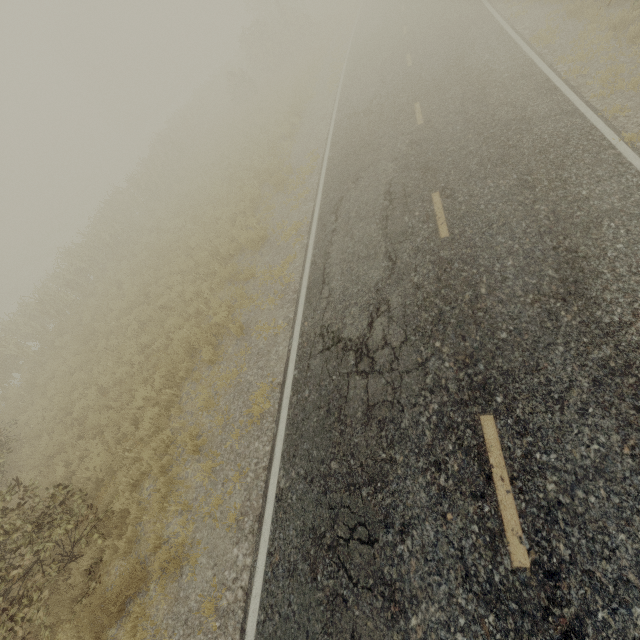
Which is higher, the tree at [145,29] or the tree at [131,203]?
the tree at [145,29]

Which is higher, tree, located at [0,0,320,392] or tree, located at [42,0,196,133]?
tree, located at [42,0,196,133]

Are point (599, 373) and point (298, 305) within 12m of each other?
yes

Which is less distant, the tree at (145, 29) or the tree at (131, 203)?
the tree at (131, 203)

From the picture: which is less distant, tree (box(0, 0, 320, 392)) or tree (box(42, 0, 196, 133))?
tree (box(0, 0, 320, 392))
